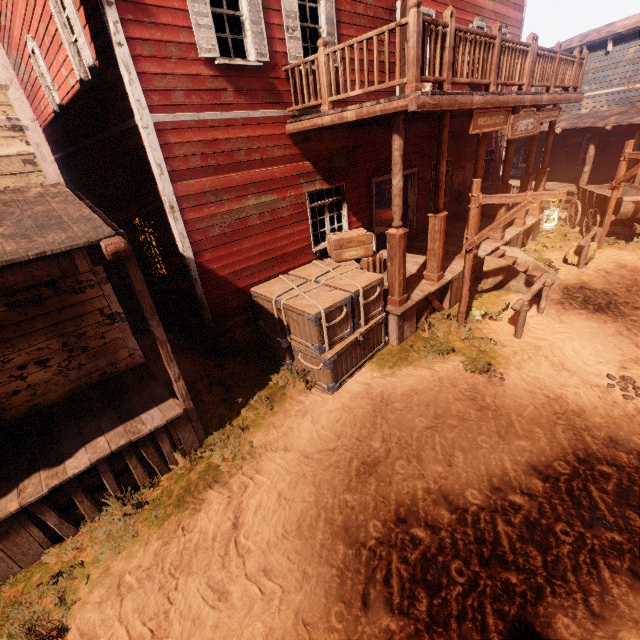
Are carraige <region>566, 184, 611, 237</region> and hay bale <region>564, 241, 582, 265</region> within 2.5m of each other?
yes

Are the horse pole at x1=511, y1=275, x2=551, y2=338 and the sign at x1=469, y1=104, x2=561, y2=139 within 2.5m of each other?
no

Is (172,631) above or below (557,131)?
below

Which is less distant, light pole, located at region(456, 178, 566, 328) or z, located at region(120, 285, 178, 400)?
light pole, located at region(456, 178, 566, 328)

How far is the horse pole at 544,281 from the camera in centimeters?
686cm

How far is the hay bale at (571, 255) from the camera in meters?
10.2

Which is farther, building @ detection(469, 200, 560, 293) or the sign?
building @ detection(469, 200, 560, 293)

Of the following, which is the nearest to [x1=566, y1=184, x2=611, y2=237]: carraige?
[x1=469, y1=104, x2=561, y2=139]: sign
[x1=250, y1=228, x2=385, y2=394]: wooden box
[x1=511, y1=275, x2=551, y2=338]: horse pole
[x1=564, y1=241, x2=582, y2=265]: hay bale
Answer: A: [x1=564, y1=241, x2=582, y2=265]: hay bale
